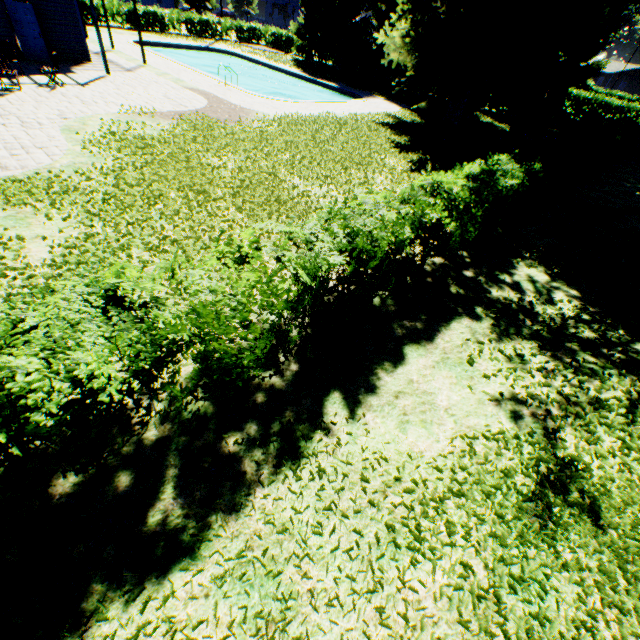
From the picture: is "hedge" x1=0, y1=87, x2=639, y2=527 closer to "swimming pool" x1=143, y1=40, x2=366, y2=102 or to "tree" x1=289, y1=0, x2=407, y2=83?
"swimming pool" x1=143, y1=40, x2=366, y2=102

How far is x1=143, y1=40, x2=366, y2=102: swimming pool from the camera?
24.12m

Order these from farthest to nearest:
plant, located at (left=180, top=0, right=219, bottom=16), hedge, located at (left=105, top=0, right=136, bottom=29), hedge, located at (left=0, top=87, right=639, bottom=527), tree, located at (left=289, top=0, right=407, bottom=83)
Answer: plant, located at (left=180, top=0, right=219, bottom=16), hedge, located at (left=105, top=0, right=136, bottom=29), tree, located at (left=289, top=0, right=407, bottom=83), hedge, located at (left=0, top=87, right=639, bottom=527)

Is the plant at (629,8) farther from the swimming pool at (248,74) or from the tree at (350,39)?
the swimming pool at (248,74)

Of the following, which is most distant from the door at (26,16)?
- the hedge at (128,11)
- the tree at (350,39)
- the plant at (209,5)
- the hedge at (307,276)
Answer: the tree at (350,39)

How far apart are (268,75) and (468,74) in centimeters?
1981cm

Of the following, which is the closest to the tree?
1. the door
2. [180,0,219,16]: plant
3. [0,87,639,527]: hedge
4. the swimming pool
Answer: [180,0,219,16]: plant

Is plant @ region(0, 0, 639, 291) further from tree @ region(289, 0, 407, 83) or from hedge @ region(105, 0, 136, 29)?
hedge @ region(105, 0, 136, 29)
